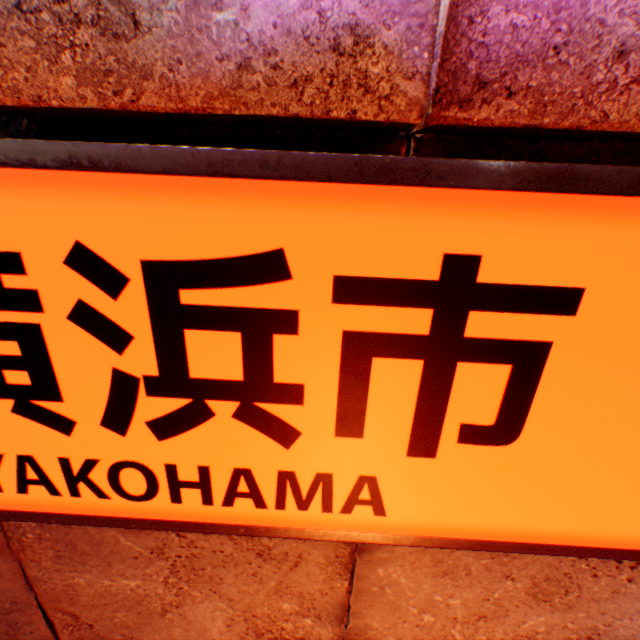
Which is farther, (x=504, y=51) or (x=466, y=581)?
(x=466, y=581)
